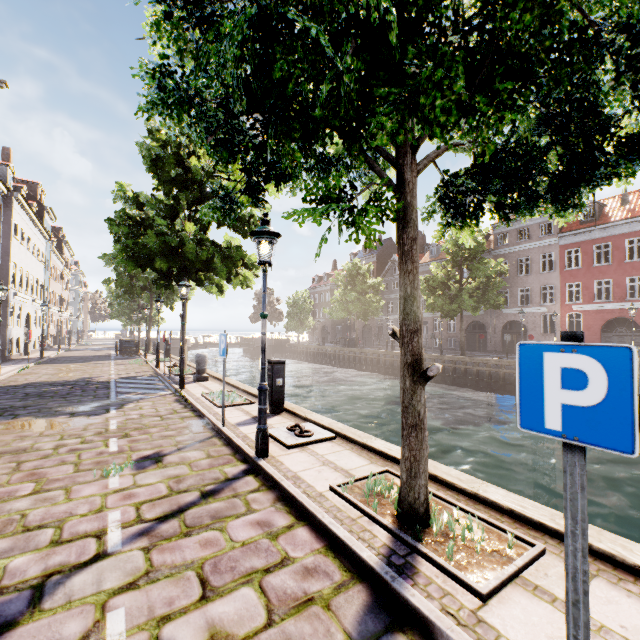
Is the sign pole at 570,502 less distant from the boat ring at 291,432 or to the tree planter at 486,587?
the tree planter at 486,587

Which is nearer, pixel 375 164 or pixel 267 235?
pixel 375 164

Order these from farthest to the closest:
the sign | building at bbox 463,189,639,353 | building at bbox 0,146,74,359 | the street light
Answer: building at bbox 463,189,639,353
building at bbox 0,146,74,359
the street light
the sign

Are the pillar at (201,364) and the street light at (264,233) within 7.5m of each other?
no

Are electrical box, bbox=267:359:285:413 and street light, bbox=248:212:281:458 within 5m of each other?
yes

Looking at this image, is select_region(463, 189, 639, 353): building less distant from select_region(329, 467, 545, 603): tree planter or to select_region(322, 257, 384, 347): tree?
select_region(322, 257, 384, 347): tree

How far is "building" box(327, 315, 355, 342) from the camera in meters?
53.7 m

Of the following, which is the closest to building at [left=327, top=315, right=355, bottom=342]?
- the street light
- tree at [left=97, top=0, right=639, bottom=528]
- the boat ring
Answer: tree at [left=97, top=0, right=639, bottom=528]
